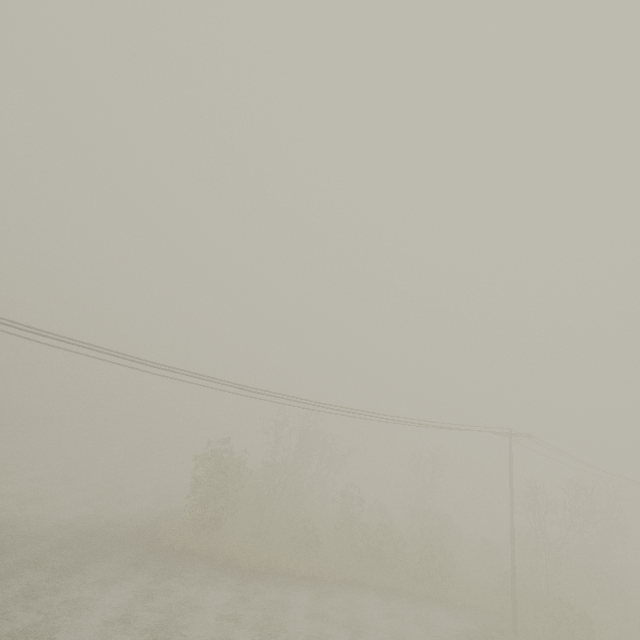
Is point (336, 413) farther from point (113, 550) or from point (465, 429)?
point (113, 550)
